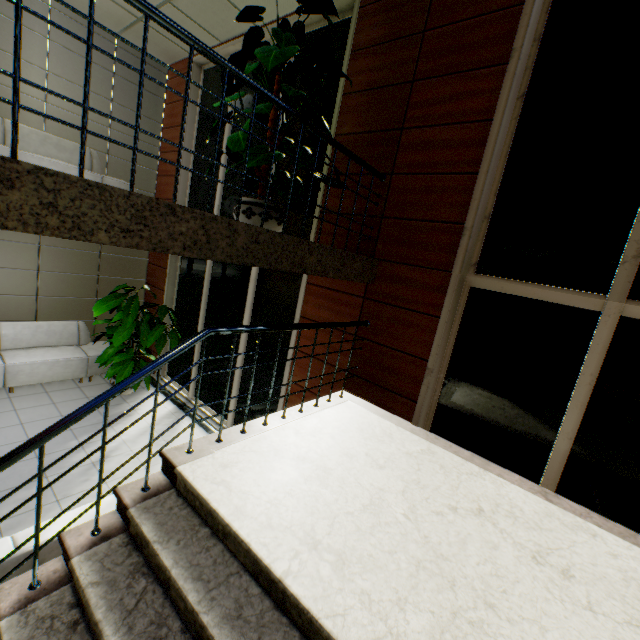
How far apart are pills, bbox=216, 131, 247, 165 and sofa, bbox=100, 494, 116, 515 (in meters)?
2.86

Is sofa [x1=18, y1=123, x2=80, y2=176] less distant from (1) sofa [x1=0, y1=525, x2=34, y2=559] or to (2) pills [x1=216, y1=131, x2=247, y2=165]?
(2) pills [x1=216, y1=131, x2=247, y2=165]

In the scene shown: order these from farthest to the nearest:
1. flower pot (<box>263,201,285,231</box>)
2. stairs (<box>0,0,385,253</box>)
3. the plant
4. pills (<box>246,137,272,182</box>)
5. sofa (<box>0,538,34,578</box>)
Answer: the plant → flower pot (<box>263,201,285,231</box>) → pills (<box>246,137,272,182</box>) → sofa (<box>0,538,34,578</box>) → stairs (<box>0,0,385,253</box>)

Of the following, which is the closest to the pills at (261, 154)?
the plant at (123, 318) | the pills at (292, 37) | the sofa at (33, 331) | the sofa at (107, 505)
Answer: the pills at (292, 37)

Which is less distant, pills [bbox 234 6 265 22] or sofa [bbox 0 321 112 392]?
pills [bbox 234 6 265 22]

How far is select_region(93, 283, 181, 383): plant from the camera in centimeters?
555cm

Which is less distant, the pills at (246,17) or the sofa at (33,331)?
the pills at (246,17)

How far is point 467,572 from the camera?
1.88m
